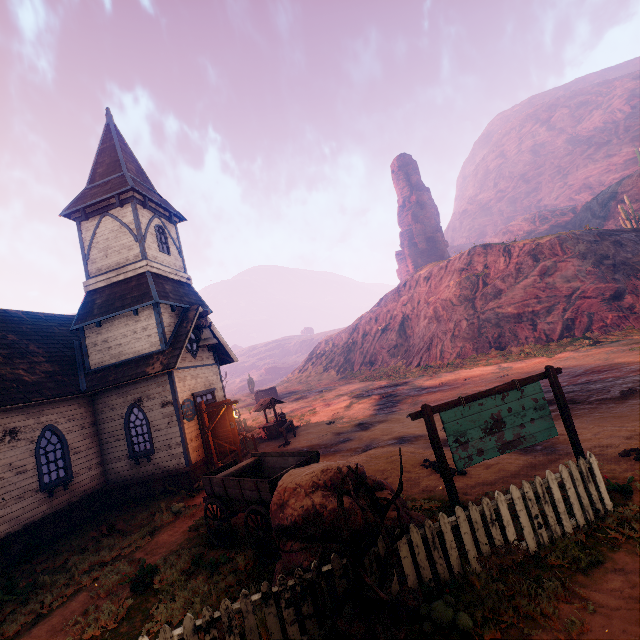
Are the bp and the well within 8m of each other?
yes

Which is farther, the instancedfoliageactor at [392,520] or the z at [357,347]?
the z at [357,347]

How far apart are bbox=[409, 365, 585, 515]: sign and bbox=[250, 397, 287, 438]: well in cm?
1431

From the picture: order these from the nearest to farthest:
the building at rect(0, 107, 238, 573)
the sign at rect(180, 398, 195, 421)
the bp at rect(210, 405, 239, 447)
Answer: the building at rect(0, 107, 238, 573) → the sign at rect(180, 398, 195, 421) → the bp at rect(210, 405, 239, 447)

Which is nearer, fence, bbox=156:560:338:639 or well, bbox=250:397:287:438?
fence, bbox=156:560:338:639

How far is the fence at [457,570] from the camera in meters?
4.7

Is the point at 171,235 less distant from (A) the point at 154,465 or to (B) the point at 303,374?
(A) the point at 154,465

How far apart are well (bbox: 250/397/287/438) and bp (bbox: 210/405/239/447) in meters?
4.9 m
